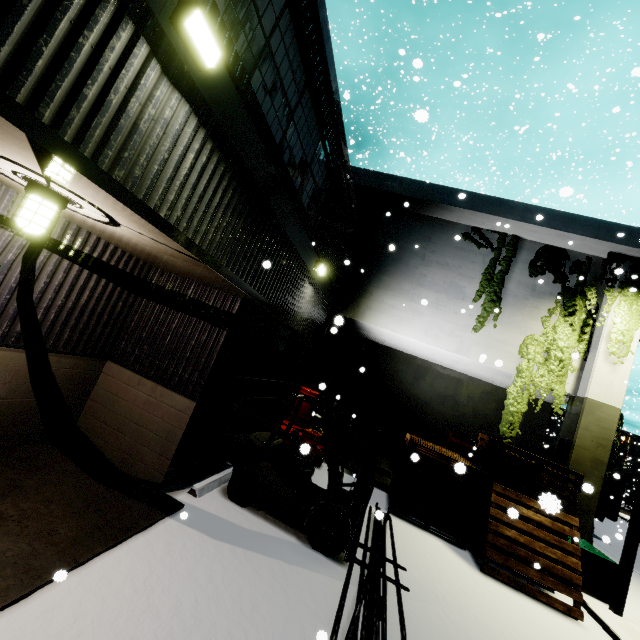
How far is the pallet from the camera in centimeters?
687cm

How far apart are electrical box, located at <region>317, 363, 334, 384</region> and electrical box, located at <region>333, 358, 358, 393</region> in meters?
0.3

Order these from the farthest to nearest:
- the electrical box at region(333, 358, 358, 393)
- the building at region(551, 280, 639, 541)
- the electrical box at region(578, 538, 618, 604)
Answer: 1. the electrical box at region(333, 358, 358, 393)
2. the building at region(551, 280, 639, 541)
3. the electrical box at region(578, 538, 618, 604)

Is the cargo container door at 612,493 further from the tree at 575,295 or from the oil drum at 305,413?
the oil drum at 305,413

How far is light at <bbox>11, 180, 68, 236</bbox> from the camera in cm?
288

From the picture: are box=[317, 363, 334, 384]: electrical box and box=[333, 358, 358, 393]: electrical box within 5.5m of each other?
yes

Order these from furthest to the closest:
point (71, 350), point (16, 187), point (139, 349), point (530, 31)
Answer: point (530, 31)
point (139, 349)
point (71, 350)
point (16, 187)

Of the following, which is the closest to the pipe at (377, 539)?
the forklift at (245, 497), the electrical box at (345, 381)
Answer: the forklift at (245, 497)
